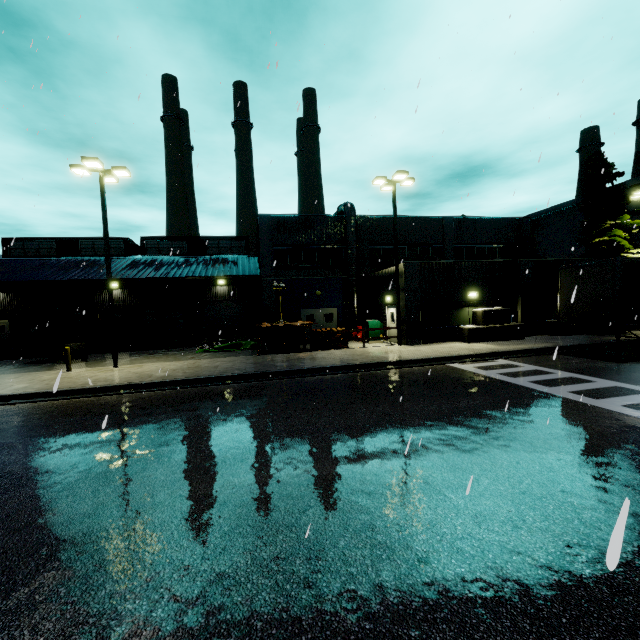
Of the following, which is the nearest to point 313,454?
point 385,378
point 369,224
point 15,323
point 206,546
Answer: point 206,546

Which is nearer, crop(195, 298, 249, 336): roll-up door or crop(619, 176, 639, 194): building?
crop(195, 298, 249, 336): roll-up door

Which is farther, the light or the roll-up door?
the roll-up door

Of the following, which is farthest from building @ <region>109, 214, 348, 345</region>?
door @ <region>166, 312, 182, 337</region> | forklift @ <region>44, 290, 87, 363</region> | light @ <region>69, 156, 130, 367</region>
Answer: light @ <region>69, 156, 130, 367</region>

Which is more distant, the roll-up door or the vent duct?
the roll-up door

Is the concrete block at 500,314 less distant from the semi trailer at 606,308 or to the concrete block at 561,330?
the semi trailer at 606,308

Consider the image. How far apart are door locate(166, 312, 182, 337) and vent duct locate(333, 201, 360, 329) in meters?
16.3 m

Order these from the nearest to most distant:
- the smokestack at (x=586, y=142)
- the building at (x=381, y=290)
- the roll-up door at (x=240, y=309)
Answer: the building at (x=381, y=290)
the roll-up door at (x=240, y=309)
the smokestack at (x=586, y=142)
